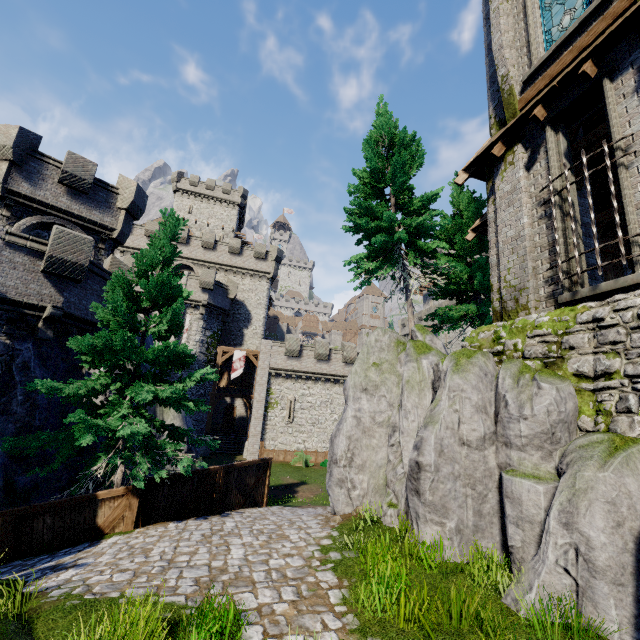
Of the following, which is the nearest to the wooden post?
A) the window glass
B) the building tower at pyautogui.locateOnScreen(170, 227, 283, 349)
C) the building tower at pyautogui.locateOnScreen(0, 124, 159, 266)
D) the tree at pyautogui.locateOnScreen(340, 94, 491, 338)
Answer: the tree at pyautogui.locateOnScreen(340, 94, 491, 338)

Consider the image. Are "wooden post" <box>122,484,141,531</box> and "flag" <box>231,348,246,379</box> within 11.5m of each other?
no

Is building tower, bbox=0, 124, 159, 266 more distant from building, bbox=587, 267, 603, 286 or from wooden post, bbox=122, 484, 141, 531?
building, bbox=587, 267, 603, 286

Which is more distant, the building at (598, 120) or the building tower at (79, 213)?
the building tower at (79, 213)

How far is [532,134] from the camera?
9.2 meters

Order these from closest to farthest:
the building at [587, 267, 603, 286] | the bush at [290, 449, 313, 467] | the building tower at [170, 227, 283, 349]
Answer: the building at [587, 267, 603, 286] < the bush at [290, 449, 313, 467] < the building tower at [170, 227, 283, 349]

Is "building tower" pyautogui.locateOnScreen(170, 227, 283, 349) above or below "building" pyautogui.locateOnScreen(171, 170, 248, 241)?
below

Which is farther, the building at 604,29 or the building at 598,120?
the building at 598,120
